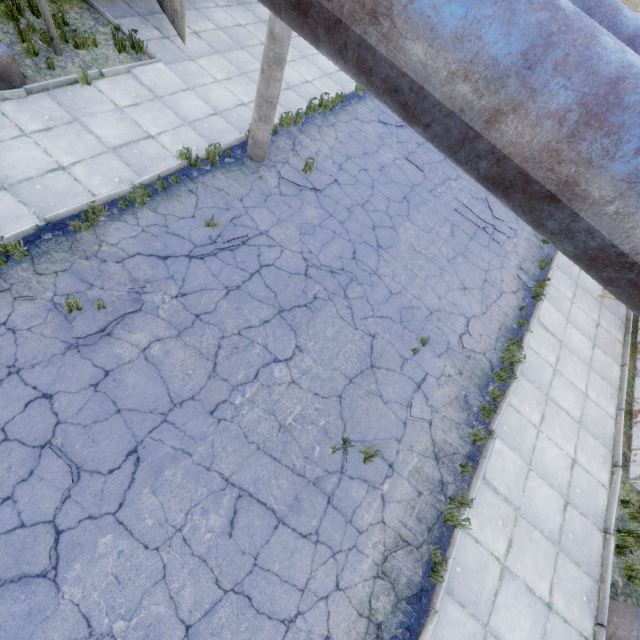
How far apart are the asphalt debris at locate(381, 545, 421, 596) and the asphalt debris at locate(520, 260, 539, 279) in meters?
7.8 m

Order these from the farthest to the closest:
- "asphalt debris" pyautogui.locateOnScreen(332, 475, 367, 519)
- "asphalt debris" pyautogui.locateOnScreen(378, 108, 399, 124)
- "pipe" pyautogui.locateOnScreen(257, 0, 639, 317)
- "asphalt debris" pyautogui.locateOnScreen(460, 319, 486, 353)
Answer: "asphalt debris" pyautogui.locateOnScreen(378, 108, 399, 124) < "asphalt debris" pyautogui.locateOnScreen(460, 319, 486, 353) < "asphalt debris" pyautogui.locateOnScreen(332, 475, 367, 519) < "pipe" pyautogui.locateOnScreen(257, 0, 639, 317)

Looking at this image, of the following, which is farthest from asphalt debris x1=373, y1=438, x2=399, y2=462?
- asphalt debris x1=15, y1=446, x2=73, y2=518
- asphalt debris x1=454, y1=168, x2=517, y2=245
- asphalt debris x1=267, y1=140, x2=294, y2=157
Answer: asphalt debris x1=454, y1=168, x2=517, y2=245

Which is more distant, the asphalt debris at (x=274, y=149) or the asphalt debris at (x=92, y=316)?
the asphalt debris at (x=274, y=149)

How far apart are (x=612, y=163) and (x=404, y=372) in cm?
596

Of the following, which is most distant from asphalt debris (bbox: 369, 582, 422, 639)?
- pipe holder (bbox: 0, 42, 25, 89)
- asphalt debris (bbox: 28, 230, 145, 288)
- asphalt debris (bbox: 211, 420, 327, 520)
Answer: pipe holder (bbox: 0, 42, 25, 89)

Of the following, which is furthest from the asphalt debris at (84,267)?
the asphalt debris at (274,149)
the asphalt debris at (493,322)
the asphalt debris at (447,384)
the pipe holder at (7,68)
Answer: the asphalt debris at (493,322)

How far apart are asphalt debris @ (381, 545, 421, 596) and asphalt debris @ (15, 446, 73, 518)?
4.3 meters
